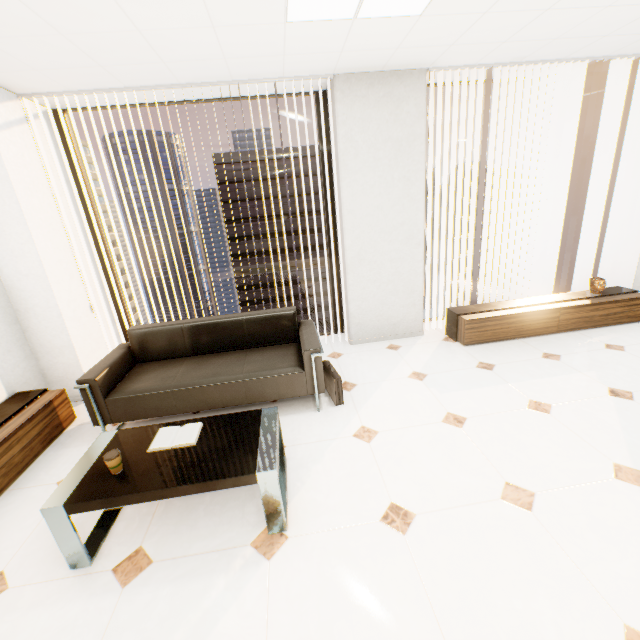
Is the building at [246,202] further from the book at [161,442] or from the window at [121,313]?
the book at [161,442]

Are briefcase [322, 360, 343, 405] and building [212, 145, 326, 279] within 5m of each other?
no

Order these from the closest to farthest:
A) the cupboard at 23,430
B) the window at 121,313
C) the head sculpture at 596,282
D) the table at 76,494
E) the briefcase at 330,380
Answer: the table at 76,494 → the cupboard at 23,430 → the briefcase at 330,380 → the window at 121,313 → the head sculpture at 596,282

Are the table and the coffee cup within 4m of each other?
yes

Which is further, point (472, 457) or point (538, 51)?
point (538, 51)

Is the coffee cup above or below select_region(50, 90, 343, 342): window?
below

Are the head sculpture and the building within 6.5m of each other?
no

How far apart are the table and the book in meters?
0.0 m
